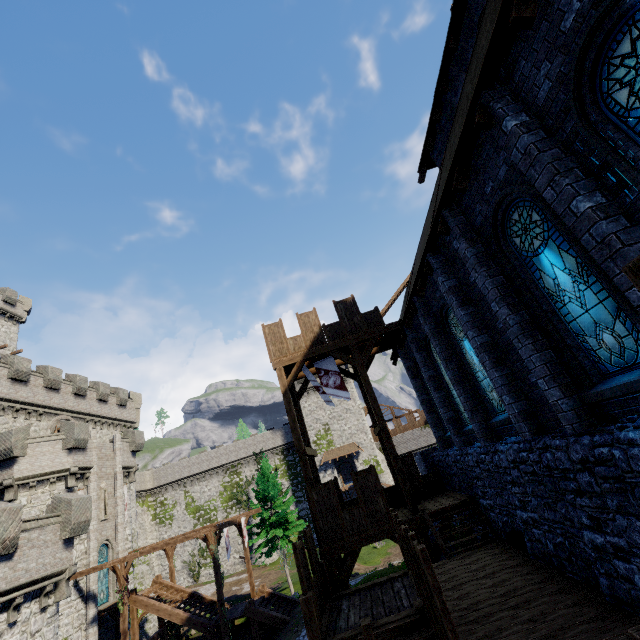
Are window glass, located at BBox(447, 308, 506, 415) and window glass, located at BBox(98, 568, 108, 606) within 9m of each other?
no

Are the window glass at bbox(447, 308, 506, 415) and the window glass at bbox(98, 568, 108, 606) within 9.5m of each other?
no

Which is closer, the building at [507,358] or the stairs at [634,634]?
the stairs at [634,634]

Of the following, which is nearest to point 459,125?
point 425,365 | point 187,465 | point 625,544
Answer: point 625,544

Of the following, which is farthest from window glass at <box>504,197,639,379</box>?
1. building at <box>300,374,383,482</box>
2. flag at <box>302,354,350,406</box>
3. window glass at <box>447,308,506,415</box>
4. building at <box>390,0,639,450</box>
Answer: building at <box>300,374,383,482</box>

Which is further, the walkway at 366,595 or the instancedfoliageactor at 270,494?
the instancedfoliageactor at 270,494

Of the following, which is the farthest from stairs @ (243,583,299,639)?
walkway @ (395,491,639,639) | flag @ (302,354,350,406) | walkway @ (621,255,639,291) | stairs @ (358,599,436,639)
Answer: walkway @ (621,255,639,291)

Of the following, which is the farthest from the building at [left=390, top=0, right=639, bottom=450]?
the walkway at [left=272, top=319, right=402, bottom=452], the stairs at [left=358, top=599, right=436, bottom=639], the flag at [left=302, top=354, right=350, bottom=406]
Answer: the stairs at [left=358, top=599, right=436, bottom=639]
